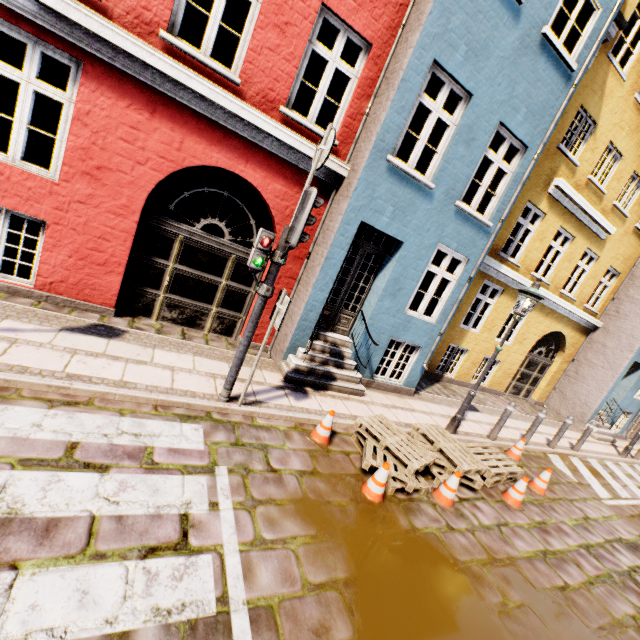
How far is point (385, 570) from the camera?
3.5m

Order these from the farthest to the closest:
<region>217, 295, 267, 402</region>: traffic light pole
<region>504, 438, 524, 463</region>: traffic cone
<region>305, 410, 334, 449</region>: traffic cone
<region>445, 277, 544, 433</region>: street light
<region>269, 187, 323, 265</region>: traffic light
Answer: <region>504, 438, 524, 463</region>: traffic cone, <region>445, 277, 544, 433</region>: street light, <region>305, 410, 334, 449</region>: traffic cone, <region>217, 295, 267, 402</region>: traffic light pole, <region>269, 187, 323, 265</region>: traffic light

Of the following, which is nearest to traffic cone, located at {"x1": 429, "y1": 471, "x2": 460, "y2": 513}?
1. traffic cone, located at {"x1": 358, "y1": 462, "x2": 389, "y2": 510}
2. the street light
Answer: traffic cone, located at {"x1": 358, "y1": 462, "x2": 389, "y2": 510}

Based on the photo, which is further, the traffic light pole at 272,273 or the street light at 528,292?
the street light at 528,292

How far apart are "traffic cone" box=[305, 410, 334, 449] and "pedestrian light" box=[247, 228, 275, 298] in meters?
2.1 m

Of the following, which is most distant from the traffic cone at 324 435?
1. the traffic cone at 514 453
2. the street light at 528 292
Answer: the traffic cone at 514 453

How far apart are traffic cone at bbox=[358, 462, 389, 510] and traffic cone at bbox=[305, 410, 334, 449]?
0.7m

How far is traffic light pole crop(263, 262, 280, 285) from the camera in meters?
4.4
